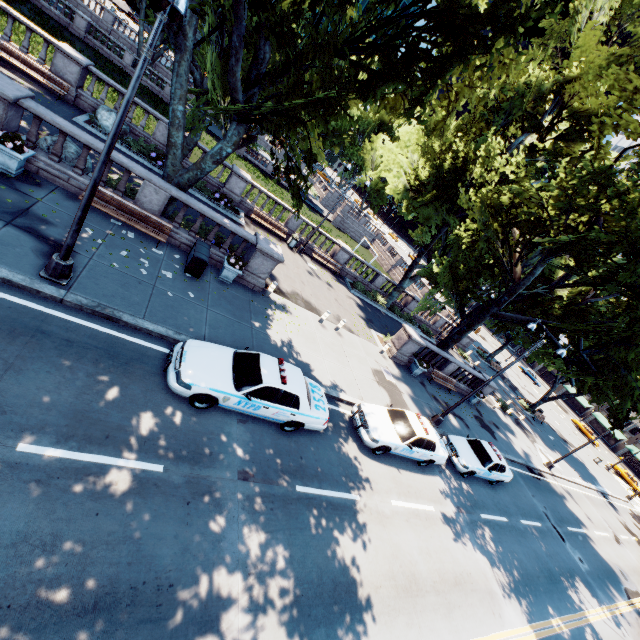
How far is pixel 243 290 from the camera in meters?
14.7

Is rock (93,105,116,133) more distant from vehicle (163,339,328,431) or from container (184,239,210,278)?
vehicle (163,339,328,431)

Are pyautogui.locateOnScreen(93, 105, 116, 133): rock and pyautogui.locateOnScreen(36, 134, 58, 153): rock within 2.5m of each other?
no

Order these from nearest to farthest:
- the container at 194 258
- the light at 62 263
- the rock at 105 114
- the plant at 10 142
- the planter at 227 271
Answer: the light at 62 263, the plant at 10 142, the container at 194 258, the planter at 227 271, the rock at 105 114

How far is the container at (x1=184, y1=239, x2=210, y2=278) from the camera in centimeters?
1252cm

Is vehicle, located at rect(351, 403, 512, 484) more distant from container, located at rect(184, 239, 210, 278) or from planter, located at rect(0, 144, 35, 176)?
planter, located at rect(0, 144, 35, 176)

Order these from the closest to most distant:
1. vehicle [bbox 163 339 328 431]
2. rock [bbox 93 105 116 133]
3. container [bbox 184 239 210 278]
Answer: vehicle [bbox 163 339 328 431], container [bbox 184 239 210 278], rock [bbox 93 105 116 133]

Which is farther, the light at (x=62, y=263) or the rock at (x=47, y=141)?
the rock at (x=47, y=141)
